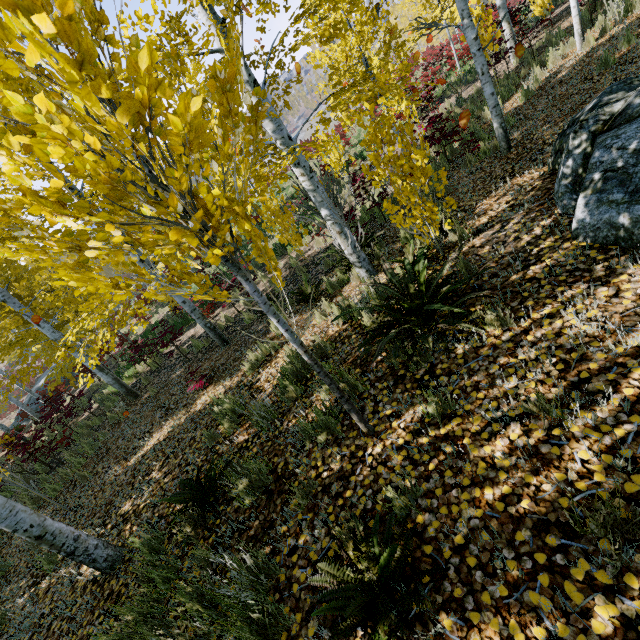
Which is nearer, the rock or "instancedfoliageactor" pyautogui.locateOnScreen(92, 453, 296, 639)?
"instancedfoliageactor" pyautogui.locateOnScreen(92, 453, 296, 639)

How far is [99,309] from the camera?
5.57m

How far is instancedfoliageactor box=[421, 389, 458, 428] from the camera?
2.5 meters

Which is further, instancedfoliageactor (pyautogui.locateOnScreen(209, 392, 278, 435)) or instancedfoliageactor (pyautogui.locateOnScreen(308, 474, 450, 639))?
instancedfoliageactor (pyautogui.locateOnScreen(209, 392, 278, 435))

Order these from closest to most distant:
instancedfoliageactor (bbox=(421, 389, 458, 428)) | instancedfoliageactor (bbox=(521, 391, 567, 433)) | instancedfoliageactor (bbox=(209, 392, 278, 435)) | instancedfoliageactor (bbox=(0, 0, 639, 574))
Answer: instancedfoliageactor (bbox=(0, 0, 639, 574))
instancedfoliageactor (bbox=(521, 391, 567, 433))
instancedfoliageactor (bbox=(421, 389, 458, 428))
instancedfoliageactor (bbox=(209, 392, 278, 435))

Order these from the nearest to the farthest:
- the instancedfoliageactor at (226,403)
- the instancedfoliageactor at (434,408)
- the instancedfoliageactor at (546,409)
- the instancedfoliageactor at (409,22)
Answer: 1. the instancedfoliageactor at (409,22)
2. the instancedfoliageactor at (546,409)
3. the instancedfoliageactor at (434,408)
4. the instancedfoliageactor at (226,403)

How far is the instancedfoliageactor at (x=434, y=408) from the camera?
2.5 meters
